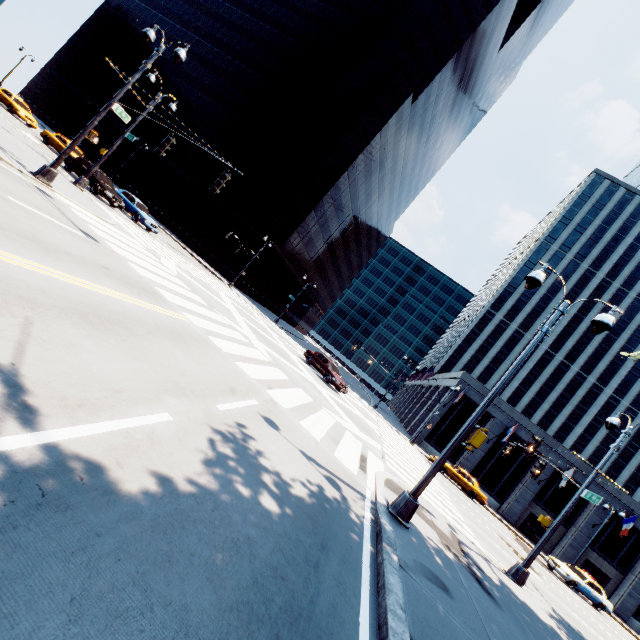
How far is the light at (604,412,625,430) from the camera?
12.38m

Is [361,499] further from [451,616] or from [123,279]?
[123,279]

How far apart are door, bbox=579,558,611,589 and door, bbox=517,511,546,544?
3.47m

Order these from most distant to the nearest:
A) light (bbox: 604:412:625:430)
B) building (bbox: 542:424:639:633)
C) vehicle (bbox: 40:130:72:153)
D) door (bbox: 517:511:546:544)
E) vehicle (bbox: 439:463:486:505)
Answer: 1. door (bbox: 517:511:546:544)
2. building (bbox: 542:424:639:633)
3. vehicle (bbox: 439:463:486:505)
4. vehicle (bbox: 40:130:72:153)
5. light (bbox: 604:412:625:430)

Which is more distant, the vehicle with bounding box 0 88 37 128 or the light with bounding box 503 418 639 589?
the vehicle with bounding box 0 88 37 128

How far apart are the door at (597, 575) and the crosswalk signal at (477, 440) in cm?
4299

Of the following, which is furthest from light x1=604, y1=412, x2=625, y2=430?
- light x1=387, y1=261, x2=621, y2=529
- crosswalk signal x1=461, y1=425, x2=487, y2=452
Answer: crosswalk signal x1=461, y1=425, x2=487, y2=452

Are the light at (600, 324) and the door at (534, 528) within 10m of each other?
no
